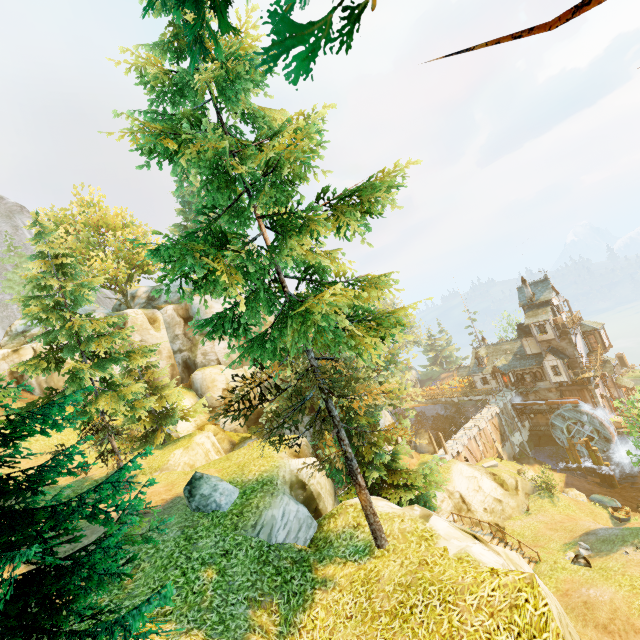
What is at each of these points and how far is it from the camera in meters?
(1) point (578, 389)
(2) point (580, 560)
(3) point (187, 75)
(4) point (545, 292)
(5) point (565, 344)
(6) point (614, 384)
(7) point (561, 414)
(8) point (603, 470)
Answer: (1) tower, 41.0 m
(2) rock, 20.4 m
(3) tree, 10.1 m
(4) building, 42.2 m
(5) tower, 41.2 m
(6) building, 42.3 m
(7) water wheel, 40.7 m
(8) piling, 37.2 m

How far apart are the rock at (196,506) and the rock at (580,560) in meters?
22.6 m

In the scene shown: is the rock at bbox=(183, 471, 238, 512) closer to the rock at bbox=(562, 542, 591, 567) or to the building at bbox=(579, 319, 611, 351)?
the rock at bbox=(562, 542, 591, 567)

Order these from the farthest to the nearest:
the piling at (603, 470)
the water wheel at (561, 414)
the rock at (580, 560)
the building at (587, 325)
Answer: the building at (587, 325), the water wheel at (561, 414), the piling at (603, 470), the rock at (580, 560)

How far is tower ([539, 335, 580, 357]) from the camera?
40.5 meters

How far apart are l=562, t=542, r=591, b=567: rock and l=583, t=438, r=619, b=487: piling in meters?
22.1 m

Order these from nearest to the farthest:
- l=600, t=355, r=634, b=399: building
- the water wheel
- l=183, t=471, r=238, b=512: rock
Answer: l=183, t=471, r=238, b=512: rock
the water wheel
l=600, t=355, r=634, b=399: building
